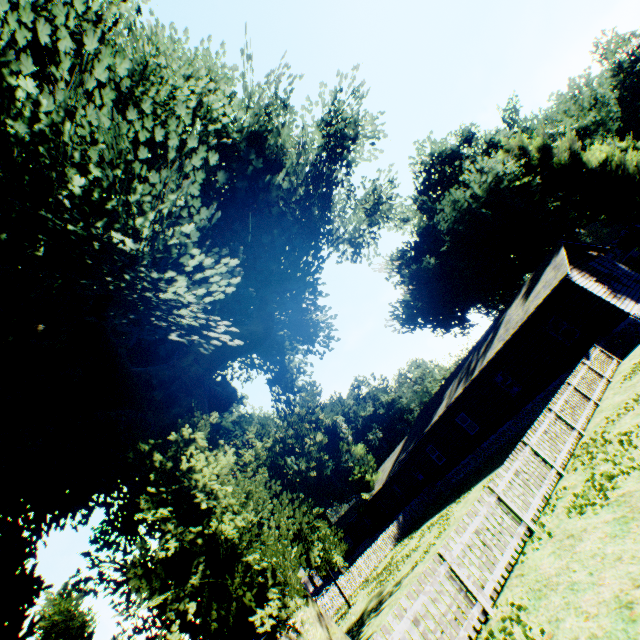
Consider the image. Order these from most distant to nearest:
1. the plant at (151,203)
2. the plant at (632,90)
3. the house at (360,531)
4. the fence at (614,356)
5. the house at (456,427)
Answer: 1. the plant at (632,90)
2. the house at (360,531)
3. the house at (456,427)
4. the plant at (151,203)
5. the fence at (614,356)

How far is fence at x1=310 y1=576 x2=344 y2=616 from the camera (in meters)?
22.92

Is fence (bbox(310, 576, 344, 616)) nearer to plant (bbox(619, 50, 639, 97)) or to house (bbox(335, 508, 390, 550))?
house (bbox(335, 508, 390, 550))

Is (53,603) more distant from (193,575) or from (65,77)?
(65,77)

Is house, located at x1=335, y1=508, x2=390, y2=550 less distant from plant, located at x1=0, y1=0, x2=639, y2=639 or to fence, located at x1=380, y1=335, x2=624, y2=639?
plant, located at x1=0, y1=0, x2=639, y2=639

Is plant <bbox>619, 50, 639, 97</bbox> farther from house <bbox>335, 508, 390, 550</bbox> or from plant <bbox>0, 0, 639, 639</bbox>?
house <bbox>335, 508, 390, 550</bbox>

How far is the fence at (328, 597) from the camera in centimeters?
2292cm
